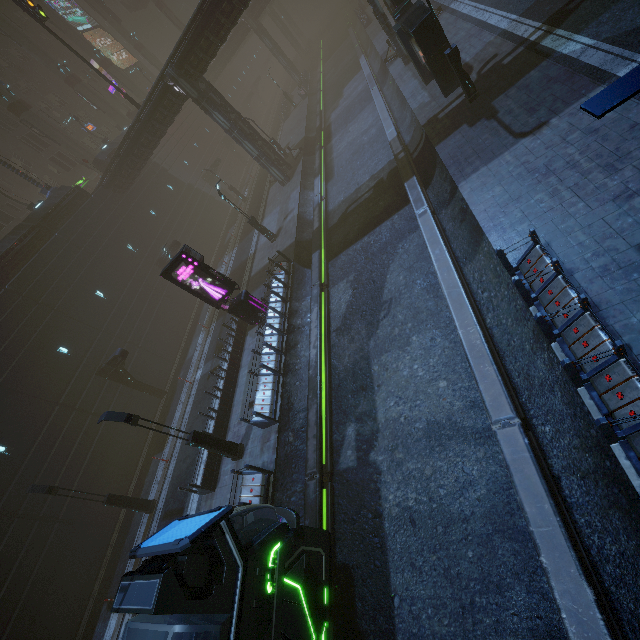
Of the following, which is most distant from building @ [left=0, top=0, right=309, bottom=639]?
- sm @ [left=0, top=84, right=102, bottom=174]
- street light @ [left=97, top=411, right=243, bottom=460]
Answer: sm @ [left=0, top=84, right=102, bottom=174]

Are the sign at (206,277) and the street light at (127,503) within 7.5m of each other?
no

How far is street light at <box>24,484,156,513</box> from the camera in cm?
1467

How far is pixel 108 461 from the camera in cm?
2089

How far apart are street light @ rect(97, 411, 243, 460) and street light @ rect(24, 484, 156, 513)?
6.7m

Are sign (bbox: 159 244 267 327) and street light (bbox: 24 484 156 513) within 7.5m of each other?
no

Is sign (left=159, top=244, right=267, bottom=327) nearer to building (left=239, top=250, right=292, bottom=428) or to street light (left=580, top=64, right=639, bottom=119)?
building (left=239, top=250, right=292, bottom=428)

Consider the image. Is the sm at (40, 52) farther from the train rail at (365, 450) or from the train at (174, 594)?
the train at (174, 594)
